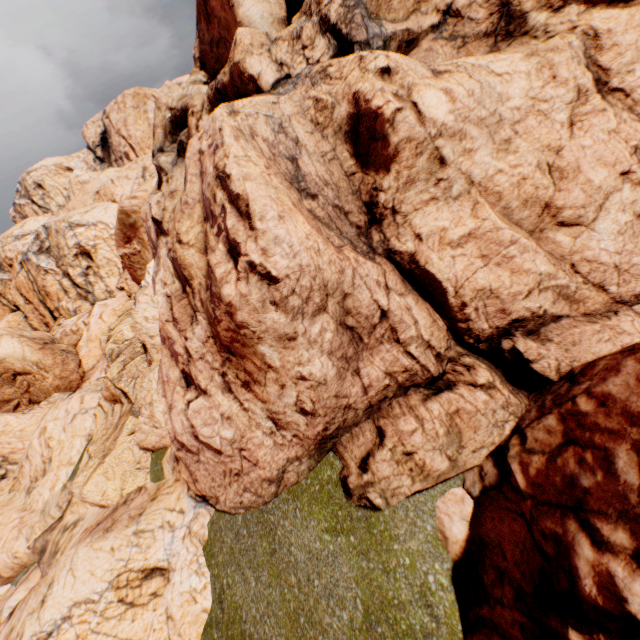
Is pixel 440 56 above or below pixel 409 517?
above
